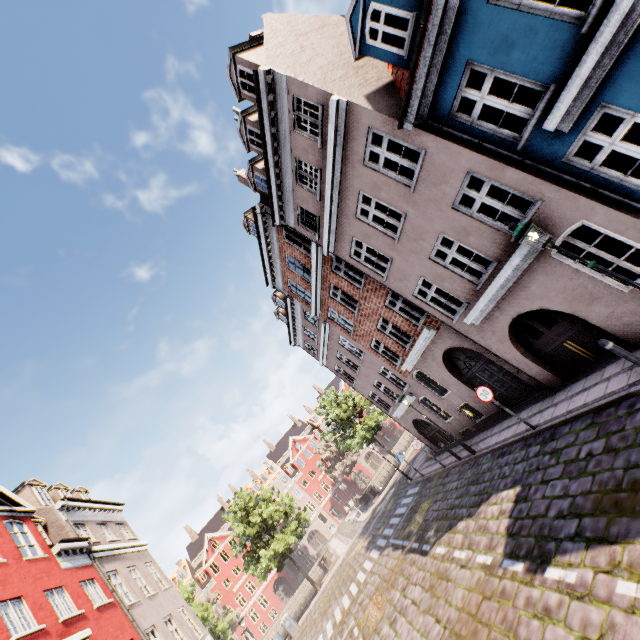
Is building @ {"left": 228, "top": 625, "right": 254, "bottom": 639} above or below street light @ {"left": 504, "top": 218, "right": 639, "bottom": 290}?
below

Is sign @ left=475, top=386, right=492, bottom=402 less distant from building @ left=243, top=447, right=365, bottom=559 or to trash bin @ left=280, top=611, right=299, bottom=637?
building @ left=243, top=447, right=365, bottom=559

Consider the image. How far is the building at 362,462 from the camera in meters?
57.9 m

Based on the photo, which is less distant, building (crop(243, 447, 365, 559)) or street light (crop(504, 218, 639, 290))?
street light (crop(504, 218, 639, 290))

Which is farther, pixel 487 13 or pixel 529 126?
pixel 529 126

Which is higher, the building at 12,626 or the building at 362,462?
the building at 12,626

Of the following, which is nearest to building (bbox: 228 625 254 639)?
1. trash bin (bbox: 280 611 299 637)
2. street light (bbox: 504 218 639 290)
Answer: street light (bbox: 504 218 639 290)
